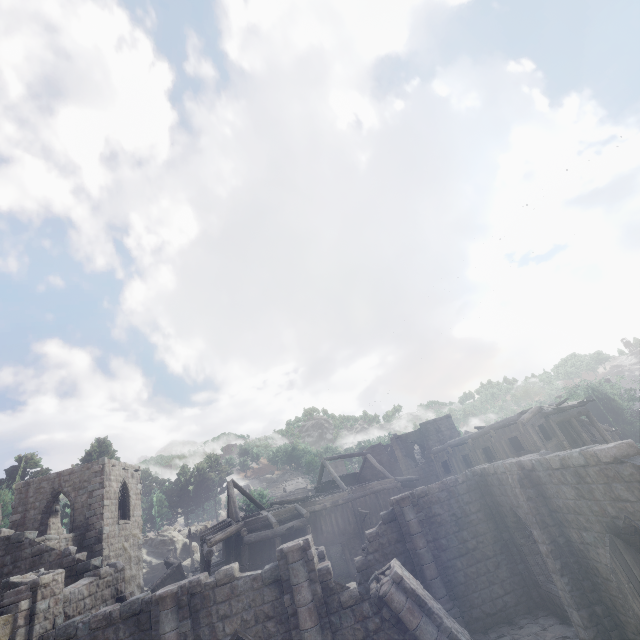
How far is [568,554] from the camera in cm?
1146

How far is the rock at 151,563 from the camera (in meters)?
36.91

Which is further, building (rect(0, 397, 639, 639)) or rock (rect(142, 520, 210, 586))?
rock (rect(142, 520, 210, 586))

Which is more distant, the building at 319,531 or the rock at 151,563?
the rock at 151,563

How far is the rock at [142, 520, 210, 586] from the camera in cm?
3691
